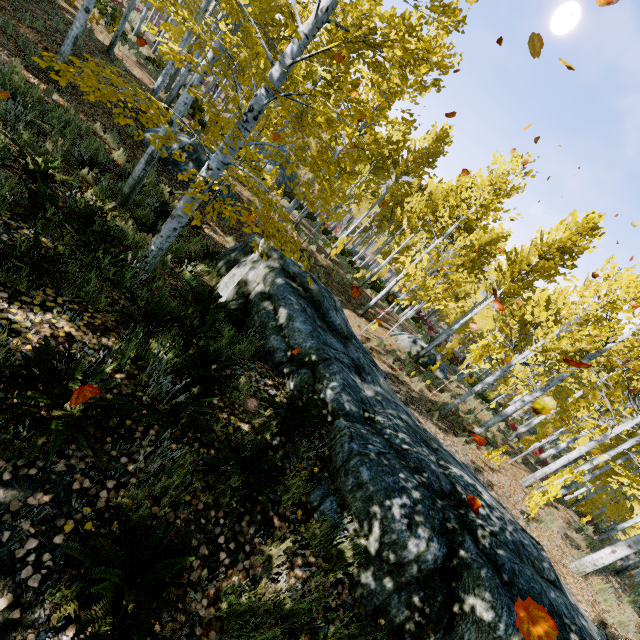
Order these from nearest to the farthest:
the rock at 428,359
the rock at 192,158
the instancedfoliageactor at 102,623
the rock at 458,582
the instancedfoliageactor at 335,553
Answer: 1. the instancedfoliageactor at 102,623
2. the instancedfoliageactor at 335,553
3. the rock at 458,582
4. the rock at 192,158
5. the rock at 428,359

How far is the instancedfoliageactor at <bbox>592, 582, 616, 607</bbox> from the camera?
6.9m

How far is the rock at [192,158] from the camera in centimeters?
1112cm

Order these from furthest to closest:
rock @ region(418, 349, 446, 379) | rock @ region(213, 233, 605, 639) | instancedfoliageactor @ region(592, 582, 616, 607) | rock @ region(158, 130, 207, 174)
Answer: rock @ region(418, 349, 446, 379) → rock @ region(158, 130, 207, 174) → instancedfoliageactor @ region(592, 582, 616, 607) → rock @ region(213, 233, 605, 639)

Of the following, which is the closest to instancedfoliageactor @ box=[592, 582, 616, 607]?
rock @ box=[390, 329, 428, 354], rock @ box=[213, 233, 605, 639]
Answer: rock @ box=[213, 233, 605, 639]

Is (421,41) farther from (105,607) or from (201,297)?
(105,607)

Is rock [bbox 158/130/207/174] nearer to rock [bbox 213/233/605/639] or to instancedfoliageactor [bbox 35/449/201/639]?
instancedfoliageactor [bbox 35/449/201/639]
